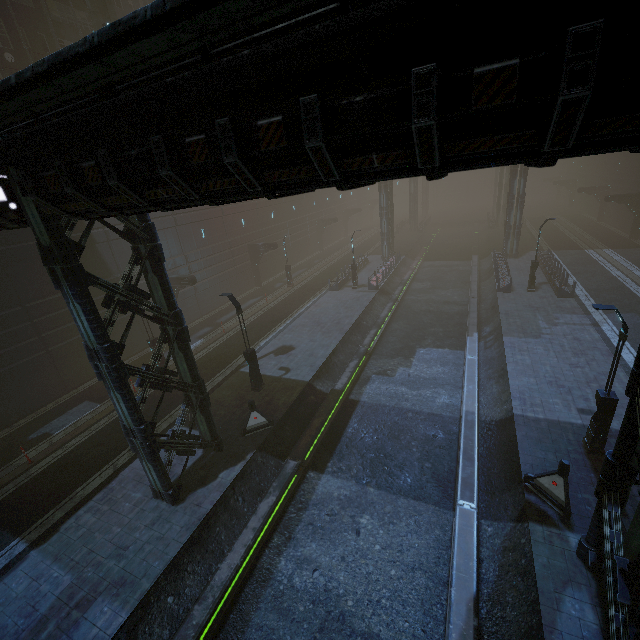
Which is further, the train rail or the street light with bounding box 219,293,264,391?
the street light with bounding box 219,293,264,391

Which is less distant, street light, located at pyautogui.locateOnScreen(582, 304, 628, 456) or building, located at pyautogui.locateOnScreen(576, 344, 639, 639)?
building, located at pyautogui.locateOnScreen(576, 344, 639, 639)

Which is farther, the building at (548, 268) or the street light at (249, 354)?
the building at (548, 268)

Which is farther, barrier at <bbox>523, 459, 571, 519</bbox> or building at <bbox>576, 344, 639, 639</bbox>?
barrier at <bbox>523, 459, 571, 519</bbox>

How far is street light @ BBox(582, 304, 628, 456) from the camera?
9.9 meters

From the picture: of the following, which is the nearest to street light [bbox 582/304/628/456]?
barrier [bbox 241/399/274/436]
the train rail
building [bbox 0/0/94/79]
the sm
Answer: the train rail

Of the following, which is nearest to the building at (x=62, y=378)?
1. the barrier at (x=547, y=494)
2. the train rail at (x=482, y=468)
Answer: the train rail at (x=482, y=468)

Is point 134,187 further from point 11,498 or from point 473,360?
point 473,360
